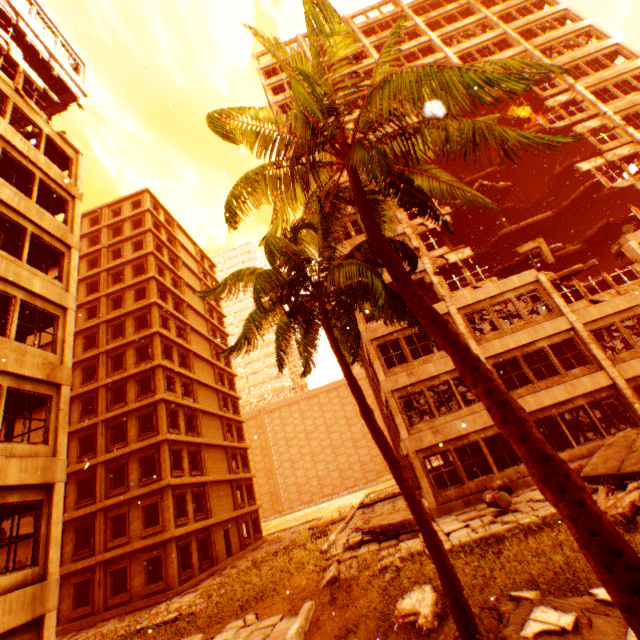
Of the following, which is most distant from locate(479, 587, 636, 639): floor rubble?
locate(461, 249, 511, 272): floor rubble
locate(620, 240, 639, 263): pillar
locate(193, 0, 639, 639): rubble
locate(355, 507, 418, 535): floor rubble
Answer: locate(461, 249, 511, 272): floor rubble

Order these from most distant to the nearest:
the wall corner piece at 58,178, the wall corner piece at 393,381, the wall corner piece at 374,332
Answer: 1. the wall corner piece at 374,332
2. the wall corner piece at 393,381
3. the wall corner piece at 58,178

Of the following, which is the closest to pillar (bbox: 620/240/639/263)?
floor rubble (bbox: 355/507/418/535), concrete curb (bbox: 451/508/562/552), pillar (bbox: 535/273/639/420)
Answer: pillar (bbox: 535/273/639/420)

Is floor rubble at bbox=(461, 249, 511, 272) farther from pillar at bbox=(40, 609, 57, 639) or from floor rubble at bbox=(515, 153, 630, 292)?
pillar at bbox=(40, 609, 57, 639)

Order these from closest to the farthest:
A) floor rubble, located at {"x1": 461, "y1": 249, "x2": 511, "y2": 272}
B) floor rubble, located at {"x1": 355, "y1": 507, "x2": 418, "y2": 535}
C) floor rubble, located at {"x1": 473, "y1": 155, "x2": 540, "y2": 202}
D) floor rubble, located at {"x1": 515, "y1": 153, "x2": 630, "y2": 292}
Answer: floor rubble, located at {"x1": 355, "y1": 507, "x2": 418, "y2": 535}, floor rubble, located at {"x1": 515, "y1": 153, "x2": 630, "y2": 292}, floor rubble, located at {"x1": 473, "y1": 155, "x2": 540, "y2": 202}, floor rubble, located at {"x1": 461, "y1": 249, "x2": 511, "y2": 272}

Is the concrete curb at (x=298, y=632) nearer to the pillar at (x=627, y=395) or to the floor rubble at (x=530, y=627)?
the floor rubble at (x=530, y=627)

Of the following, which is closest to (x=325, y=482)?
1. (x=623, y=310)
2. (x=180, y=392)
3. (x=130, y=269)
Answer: (x=180, y=392)

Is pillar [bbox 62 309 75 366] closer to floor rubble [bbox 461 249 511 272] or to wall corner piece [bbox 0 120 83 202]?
wall corner piece [bbox 0 120 83 202]
